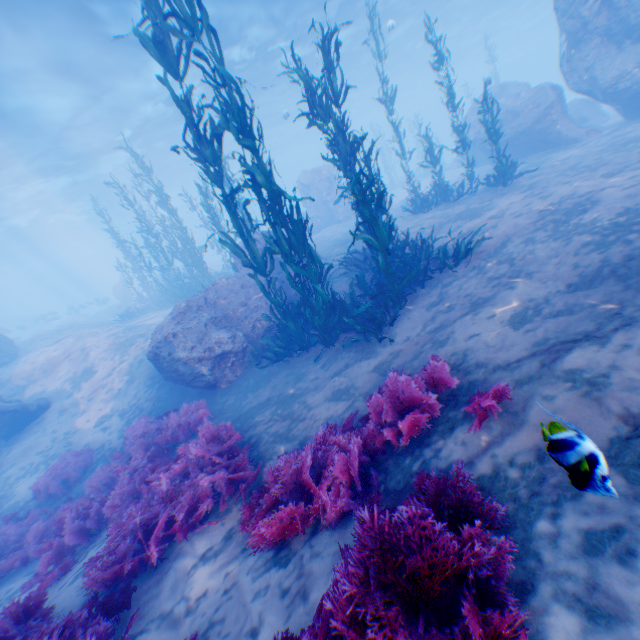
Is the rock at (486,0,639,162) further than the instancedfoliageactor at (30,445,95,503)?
Yes

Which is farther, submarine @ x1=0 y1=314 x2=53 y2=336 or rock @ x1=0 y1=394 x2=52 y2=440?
submarine @ x1=0 y1=314 x2=53 y2=336

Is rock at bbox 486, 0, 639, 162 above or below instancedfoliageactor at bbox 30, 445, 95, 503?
above

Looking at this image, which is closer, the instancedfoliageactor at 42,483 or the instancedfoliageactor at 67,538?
the instancedfoliageactor at 67,538

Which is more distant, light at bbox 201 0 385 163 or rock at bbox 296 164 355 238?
rock at bbox 296 164 355 238

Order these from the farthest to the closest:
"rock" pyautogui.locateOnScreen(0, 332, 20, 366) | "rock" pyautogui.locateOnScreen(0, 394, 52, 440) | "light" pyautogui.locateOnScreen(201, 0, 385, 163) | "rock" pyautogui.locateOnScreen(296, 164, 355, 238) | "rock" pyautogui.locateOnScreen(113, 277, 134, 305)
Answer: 1. "rock" pyautogui.locateOnScreen(113, 277, 134, 305)
2. "rock" pyautogui.locateOnScreen(296, 164, 355, 238)
3. "light" pyautogui.locateOnScreen(201, 0, 385, 163)
4. "rock" pyautogui.locateOnScreen(0, 332, 20, 366)
5. "rock" pyautogui.locateOnScreen(0, 394, 52, 440)

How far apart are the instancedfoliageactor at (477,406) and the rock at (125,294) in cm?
3064

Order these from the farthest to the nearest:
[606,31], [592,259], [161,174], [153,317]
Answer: [161,174] → [153,317] → [606,31] → [592,259]
